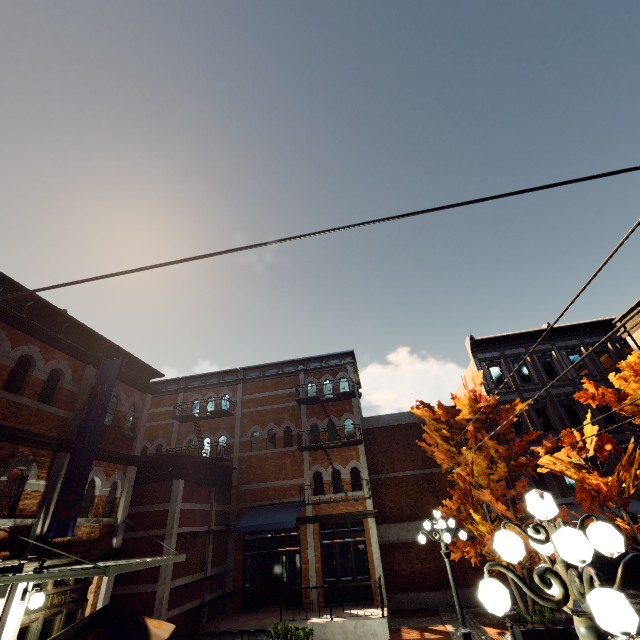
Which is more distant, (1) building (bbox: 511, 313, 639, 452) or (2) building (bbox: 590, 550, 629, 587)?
(1) building (bbox: 511, 313, 639, 452)

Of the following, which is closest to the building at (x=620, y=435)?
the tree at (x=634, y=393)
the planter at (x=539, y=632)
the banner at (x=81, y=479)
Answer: the tree at (x=634, y=393)

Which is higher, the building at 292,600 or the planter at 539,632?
the building at 292,600

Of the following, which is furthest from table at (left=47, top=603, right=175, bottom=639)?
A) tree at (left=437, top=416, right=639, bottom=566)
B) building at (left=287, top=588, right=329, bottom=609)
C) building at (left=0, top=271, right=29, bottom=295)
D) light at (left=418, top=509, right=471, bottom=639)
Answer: tree at (left=437, top=416, right=639, bottom=566)

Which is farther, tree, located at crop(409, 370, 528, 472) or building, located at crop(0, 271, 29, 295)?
tree, located at crop(409, 370, 528, 472)

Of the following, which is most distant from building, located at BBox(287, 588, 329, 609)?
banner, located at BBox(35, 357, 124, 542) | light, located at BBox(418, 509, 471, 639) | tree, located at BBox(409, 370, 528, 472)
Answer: banner, located at BBox(35, 357, 124, 542)

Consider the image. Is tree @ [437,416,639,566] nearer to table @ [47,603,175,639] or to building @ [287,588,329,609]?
building @ [287,588,329,609]

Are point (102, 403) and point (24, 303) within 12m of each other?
yes
